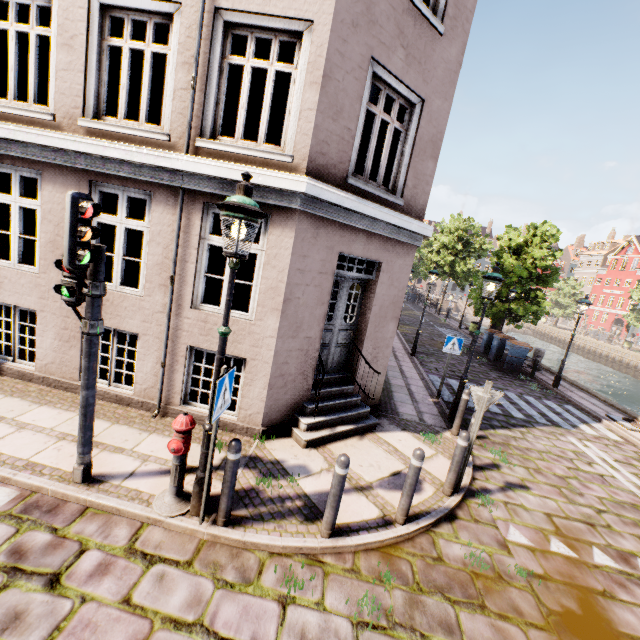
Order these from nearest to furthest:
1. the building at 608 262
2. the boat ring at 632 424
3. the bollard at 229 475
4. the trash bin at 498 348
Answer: the bollard at 229 475, the boat ring at 632 424, the trash bin at 498 348, the building at 608 262

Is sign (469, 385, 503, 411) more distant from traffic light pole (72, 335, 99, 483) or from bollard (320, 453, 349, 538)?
traffic light pole (72, 335, 99, 483)

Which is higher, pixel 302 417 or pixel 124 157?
pixel 124 157

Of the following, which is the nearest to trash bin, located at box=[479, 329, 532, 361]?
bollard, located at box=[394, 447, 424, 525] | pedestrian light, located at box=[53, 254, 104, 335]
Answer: bollard, located at box=[394, 447, 424, 525]

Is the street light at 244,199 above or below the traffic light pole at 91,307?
above

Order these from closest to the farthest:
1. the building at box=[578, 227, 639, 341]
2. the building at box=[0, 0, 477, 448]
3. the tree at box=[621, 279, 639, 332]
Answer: the building at box=[0, 0, 477, 448] → the tree at box=[621, 279, 639, 332] → the building at box=[578, 227, 639, 341]

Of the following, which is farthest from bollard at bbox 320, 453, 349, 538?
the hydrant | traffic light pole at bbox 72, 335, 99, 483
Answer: traffic light pole at bbox 72, 335, 99, 483

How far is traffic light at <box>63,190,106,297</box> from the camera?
3.14m
